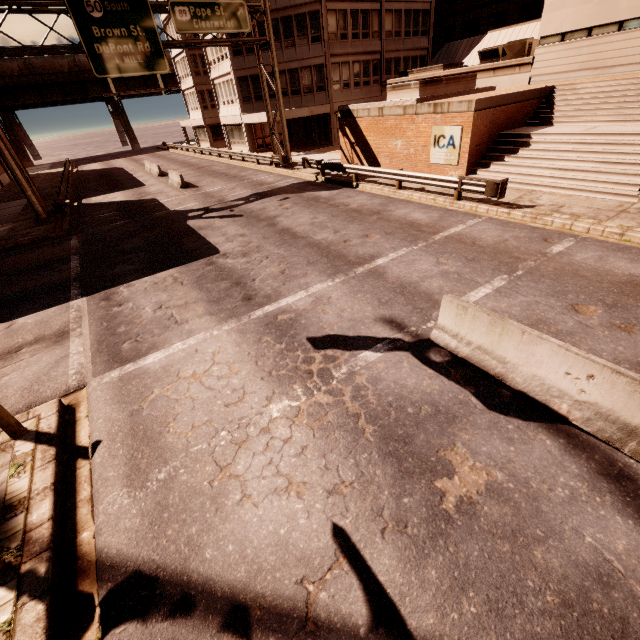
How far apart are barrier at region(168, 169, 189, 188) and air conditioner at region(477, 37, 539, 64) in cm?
2378

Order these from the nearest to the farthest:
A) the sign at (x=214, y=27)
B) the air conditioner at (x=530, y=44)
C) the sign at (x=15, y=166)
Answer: the sign at (x=214, y=27)
the sign at (x=15, y=166)
the air conditioner at (x=530, y=44)

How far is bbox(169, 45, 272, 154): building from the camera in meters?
32.1 m

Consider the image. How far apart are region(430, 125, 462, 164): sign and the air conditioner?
12.7m

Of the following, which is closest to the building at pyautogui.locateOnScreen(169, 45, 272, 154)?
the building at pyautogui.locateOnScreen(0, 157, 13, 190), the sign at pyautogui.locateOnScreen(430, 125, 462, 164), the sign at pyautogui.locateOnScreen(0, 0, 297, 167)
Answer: the sign at pyautogui.locateOnScreen(0, 0, 297, 167)

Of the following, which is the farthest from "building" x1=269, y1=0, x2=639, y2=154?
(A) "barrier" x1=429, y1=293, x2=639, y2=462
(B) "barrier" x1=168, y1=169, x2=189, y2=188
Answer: (B) "barrier" x1=168, y1=169, x2=189, y2=188

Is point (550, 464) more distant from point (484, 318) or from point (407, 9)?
point (407, 9)

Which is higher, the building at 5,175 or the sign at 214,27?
the sign at 214,27
